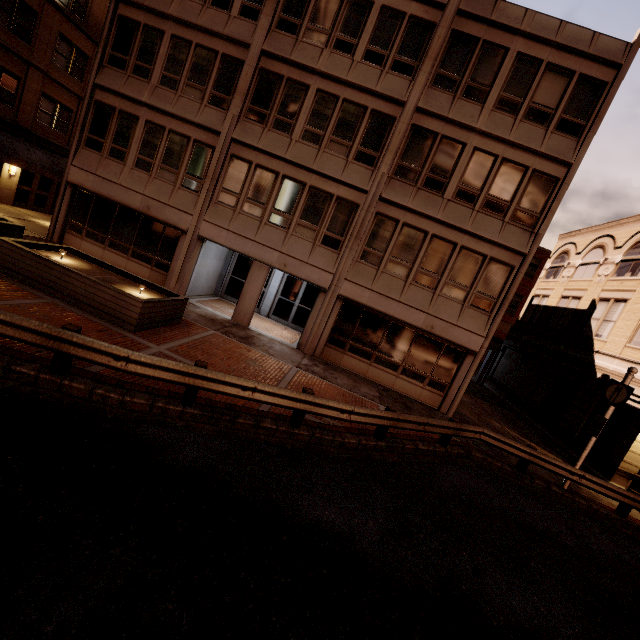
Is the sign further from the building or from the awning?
the awning

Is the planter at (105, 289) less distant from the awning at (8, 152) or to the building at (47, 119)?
the building at (47, 119)

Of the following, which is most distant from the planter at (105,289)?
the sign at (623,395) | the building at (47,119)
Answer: the sign at (623,395)

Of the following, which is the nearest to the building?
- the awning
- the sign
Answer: the sign

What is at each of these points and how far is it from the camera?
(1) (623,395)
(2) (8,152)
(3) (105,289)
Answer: (1) sign, 10.6 meters
(2) awning, 17.6 meters
(3) planter, 9.3 meters

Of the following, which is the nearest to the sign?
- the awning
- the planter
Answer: the planter

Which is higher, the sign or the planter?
the sign

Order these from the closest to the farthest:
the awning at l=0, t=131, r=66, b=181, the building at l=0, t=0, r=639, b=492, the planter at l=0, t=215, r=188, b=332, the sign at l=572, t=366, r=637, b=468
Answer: the planter at l=0, t=215, r=188, b=332 < the sign at l=572, t=366, r=637, b=468 < the building at l=0, t=0, r=639, b=492 < the awning at l=0, t=131, r=66, b=181
